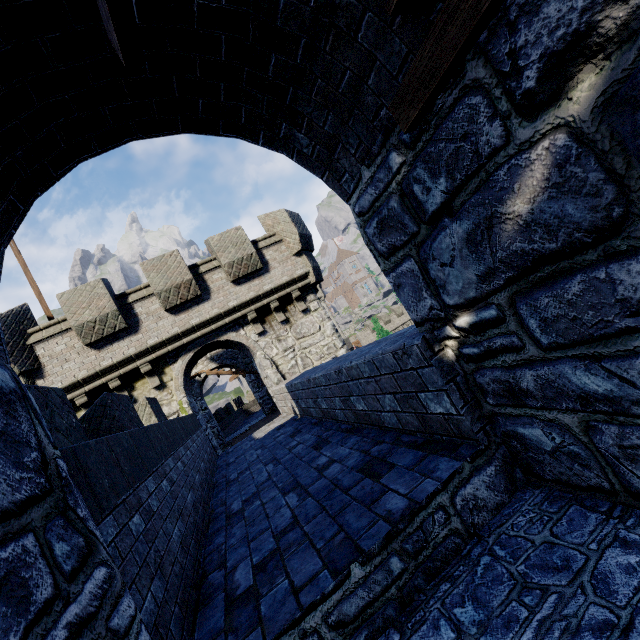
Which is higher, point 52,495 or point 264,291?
point 264,291
